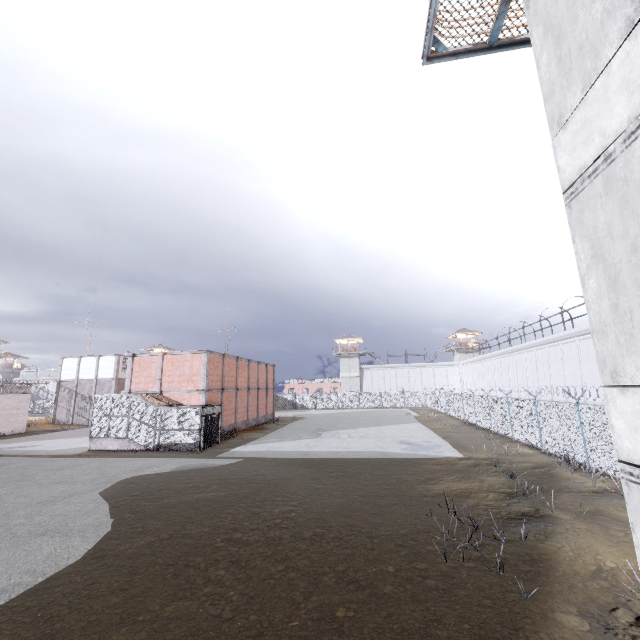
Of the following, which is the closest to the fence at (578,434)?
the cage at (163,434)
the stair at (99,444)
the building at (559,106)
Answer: the building at (559,106)

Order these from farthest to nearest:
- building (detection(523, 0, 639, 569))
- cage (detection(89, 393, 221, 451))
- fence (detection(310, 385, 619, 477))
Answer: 1. cage (detection(89, 393, 221, 451))
2. fence (detection(310, 385, 619, 477))
3. building (detection(523, 0, 639, 569))

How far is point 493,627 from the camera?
5.55m

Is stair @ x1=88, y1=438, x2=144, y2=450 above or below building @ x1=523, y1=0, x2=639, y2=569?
below

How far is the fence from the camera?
13.5 meters

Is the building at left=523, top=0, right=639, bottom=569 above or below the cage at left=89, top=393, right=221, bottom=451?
above

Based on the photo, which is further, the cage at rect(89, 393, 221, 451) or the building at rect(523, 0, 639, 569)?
the cage at rect(89, 393, 221, 451)
